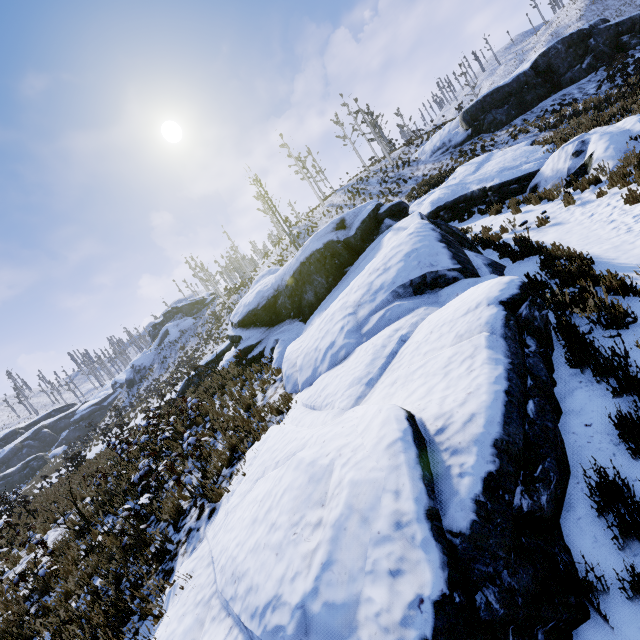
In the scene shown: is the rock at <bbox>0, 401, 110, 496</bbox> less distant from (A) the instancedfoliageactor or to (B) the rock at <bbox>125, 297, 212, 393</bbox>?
(B) the rock at <bbox>125, 297, 212, 393</bbox>

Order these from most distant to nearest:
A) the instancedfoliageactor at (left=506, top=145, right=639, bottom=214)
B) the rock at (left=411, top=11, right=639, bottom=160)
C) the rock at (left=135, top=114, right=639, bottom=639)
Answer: the rock at (left=411, top=11, right=639, bottom=160), the instancedfoliageactor at (left=506, top=145, right=639, bottom=214), the rock at (left=135, top=114, right=639, bottom=639)

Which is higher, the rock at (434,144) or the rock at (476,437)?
the rock at (434,144)

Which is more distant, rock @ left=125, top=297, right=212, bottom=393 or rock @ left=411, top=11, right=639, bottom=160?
rock @ left=125, top=297, right=212, bottom=393

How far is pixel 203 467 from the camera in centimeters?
714cm

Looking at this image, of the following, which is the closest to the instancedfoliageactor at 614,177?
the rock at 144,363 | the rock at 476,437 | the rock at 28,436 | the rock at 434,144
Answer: the rock at 476,437

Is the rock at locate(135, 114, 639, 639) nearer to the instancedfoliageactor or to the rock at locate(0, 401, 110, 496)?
the instancedfoliageactor

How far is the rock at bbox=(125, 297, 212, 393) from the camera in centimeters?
5097cm
